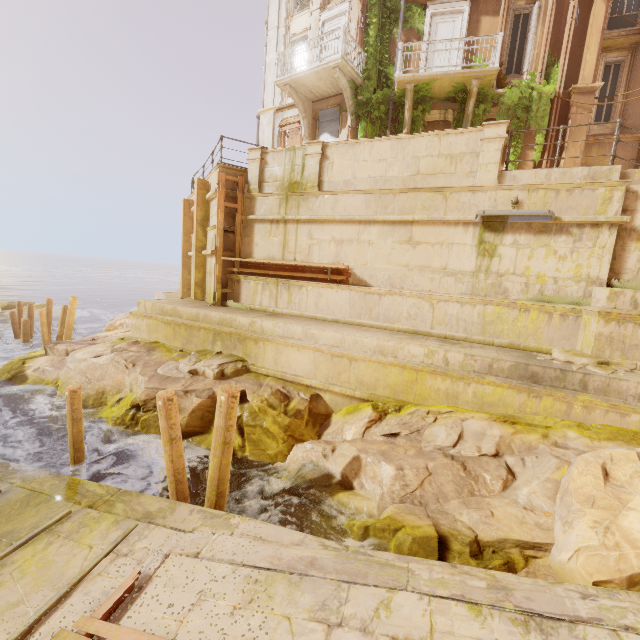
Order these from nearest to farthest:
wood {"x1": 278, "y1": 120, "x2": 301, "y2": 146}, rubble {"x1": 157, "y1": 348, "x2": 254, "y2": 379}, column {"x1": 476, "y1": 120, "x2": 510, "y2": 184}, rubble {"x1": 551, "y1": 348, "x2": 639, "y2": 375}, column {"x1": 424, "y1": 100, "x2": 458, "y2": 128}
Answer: rubble {"x1": 551, "y1": 348, "x2": 639, "y2": 375} < column {"x1": 476, "y1": 120, "x2": 510, "y2": 184} < rubble {"x1": 157, "y1": 348, "x2": 254, "y2": 379} < column {"x1": 424, "y1": 100, "x2": 458, "y2": 128} < wood {"x1": 278, "y1": 120, "x2": 301, "y2": 146}

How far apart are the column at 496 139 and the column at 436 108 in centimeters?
499cm

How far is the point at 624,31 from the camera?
13.1m

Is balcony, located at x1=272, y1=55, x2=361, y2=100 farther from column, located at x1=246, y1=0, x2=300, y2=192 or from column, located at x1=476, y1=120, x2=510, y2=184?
column, located at x1=476, y1=120, x2=510, y2=184

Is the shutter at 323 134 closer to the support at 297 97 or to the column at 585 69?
the support at 297 97

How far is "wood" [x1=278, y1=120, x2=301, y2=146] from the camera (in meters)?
16.03

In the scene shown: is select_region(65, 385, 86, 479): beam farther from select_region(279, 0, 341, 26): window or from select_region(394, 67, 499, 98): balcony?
select_region(279, 0, 341, 26): window

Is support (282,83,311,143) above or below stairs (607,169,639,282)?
above
